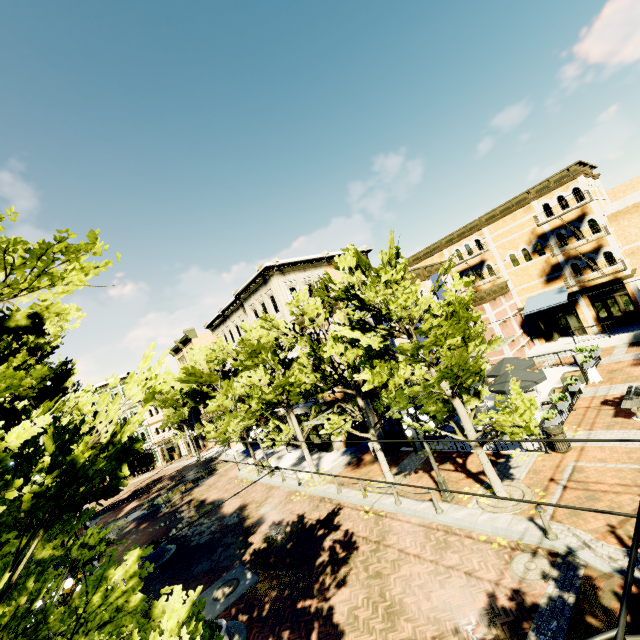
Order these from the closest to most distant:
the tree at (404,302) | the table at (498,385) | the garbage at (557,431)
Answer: the tree at (404,302), the garbage at (557,431), the table at (498,385)

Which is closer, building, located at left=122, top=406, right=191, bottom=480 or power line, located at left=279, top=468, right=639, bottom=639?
power line, located at left=279, top=468, right=639, bottom=639

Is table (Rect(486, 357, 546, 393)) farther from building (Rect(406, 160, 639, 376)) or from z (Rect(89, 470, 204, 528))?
z (Rect(89, 470, 204, 528))

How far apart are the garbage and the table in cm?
245

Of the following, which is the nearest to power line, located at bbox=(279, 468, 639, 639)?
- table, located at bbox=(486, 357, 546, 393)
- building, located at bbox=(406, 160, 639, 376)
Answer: table, located at bbox=(486, 357, 546, 393)

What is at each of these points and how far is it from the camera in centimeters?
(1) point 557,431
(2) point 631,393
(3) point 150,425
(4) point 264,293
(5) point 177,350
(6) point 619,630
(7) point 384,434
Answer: (1) garbage, 1223cm
(2) bench, 1342cm
(3) building, 4691cm
(4) building, 2495cm
(5) building, 4597cm
(6) power line, 144cm
(7) building, 1961cm

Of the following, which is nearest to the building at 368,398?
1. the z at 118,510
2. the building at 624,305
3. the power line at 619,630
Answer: the z at 118,510

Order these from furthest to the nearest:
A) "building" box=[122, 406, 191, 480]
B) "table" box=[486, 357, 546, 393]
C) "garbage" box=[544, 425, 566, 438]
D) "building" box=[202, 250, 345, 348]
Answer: "building" box=[122, 406, 191, 480]
"building" box=[202, 250, 345, 348]
"table" box=[486, 357, 546, 393]
"garbage" box=[544, 425, 566, 438]
